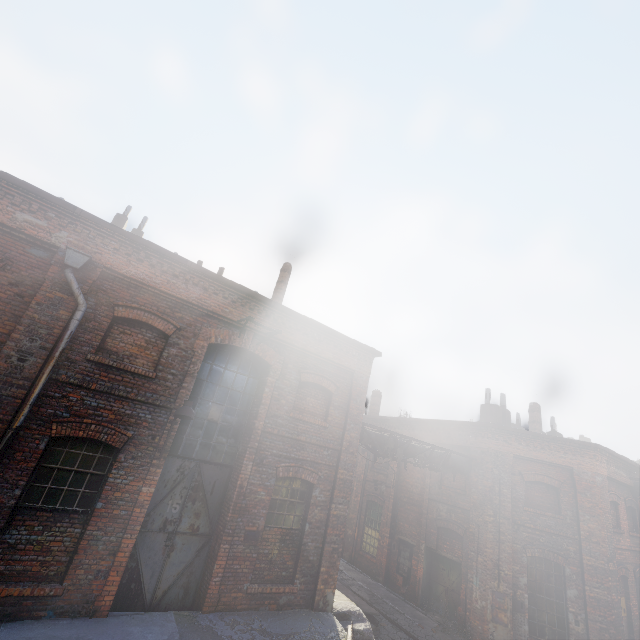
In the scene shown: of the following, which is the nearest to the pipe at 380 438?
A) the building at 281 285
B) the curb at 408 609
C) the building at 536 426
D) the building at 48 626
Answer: the building at 48 626

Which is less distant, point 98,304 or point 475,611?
point 98,304

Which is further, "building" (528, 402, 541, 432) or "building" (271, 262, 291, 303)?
"building" (528, 402, 541, 432)

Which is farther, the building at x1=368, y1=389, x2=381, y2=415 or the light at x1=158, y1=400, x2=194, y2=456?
the building at x1=368, y1=389, x2=381, y2=415

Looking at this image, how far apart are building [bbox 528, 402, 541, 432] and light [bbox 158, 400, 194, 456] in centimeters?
1897cm

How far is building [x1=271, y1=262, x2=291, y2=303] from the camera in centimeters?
1325cm

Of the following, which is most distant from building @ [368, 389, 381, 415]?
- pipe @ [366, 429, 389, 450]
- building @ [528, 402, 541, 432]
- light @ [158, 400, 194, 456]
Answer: light @ [158, 400, 194, 456]

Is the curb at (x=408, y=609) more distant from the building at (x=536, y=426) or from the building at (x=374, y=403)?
the building at (x=536, y=426)
